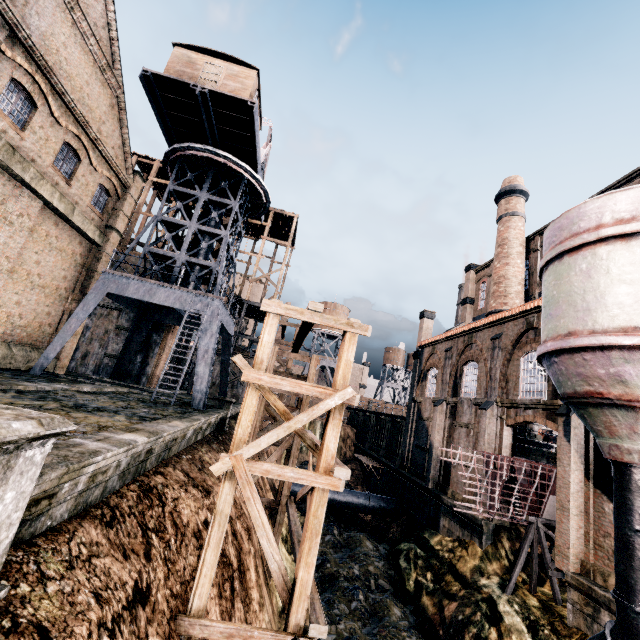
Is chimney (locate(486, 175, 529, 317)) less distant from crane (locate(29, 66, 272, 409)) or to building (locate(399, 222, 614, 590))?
building (locate(399, 222, 614, 590))

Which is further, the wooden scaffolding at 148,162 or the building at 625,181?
the wooden scaffolding at 148,162

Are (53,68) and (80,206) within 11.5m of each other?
yes

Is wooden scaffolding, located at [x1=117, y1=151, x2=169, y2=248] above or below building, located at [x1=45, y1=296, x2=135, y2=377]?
above

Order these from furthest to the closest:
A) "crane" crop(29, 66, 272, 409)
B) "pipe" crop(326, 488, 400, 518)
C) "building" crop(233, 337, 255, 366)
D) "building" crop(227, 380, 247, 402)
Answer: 1. "building" crop(233, 337, 255, 366)
2. "building" crop(227, 380, 247, 402)
3. "pipe" crop(326, 488, 400, 518)
4. "crane" crop(29, 66, 272, 409)

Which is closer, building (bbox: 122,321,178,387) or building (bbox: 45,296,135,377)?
building (bbox: 45,296,135,377)

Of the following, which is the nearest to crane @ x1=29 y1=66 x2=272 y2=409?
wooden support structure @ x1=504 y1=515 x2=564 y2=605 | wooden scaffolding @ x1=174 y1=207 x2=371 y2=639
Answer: wooden scaffolding @ x1=174 y1=207 x2=371 y2=639

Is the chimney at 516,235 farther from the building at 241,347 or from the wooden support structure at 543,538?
the wooden support structure at 543,538
